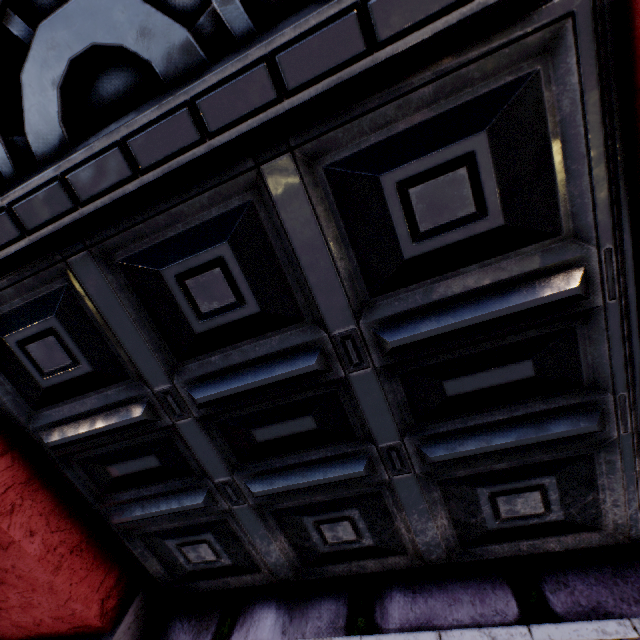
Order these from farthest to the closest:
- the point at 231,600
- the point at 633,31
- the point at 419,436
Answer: the point at 231,600 → the point at 419,436 → the point at 633,31
